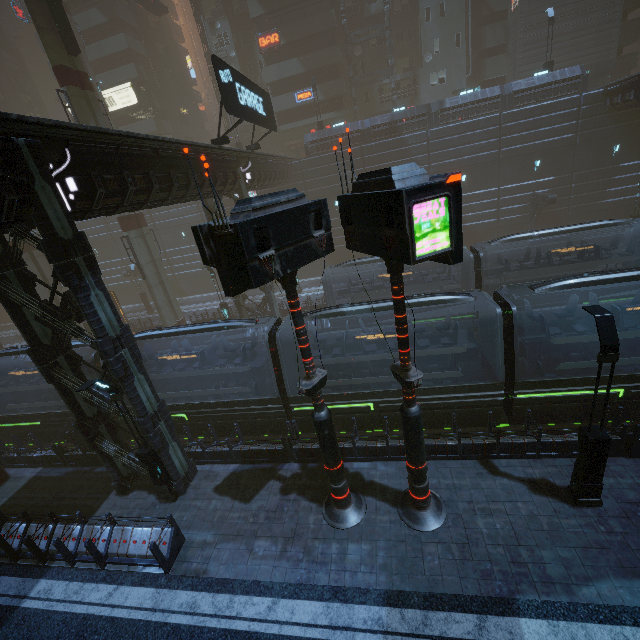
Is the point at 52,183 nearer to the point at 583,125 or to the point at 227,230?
the point at 227,230

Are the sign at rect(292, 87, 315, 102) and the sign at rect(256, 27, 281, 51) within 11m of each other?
yes

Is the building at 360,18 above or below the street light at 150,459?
above

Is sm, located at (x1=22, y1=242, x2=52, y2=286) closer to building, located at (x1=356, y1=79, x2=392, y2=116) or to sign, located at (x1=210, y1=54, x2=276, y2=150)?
building, located at (x1=356, y1=79, x2=392, y2=116)

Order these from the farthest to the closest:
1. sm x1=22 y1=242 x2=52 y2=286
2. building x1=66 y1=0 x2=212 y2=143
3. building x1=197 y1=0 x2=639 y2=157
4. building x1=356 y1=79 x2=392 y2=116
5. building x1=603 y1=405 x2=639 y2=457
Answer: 1. building x1=66 y1=0 x2=212 y2=143
2. building x1=356 y1=79 x2=392 y2=116
3. building x1=197 y1=0 x2=639 y2=157
4. sm x1=22 y1=242 x2=52 y2=286
5. building x1=603 y1=405 x2=639 y2=457

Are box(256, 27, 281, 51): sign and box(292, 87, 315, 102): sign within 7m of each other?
yes

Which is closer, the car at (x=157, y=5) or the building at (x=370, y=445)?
the building at (x=370, y=445)

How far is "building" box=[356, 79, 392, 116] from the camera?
38.29m
